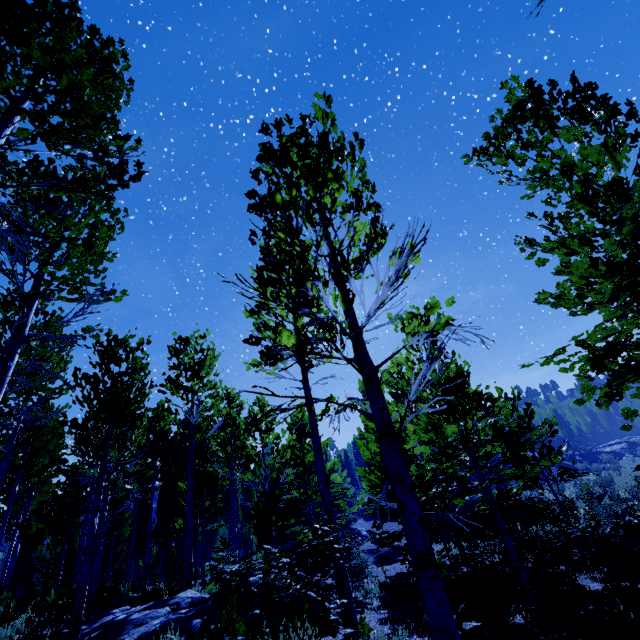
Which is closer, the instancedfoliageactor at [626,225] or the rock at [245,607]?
the instancedfoliageactor at [626,225]

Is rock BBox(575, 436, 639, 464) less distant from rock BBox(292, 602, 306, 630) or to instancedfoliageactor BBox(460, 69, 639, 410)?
instancedfoliageactor BBox(460, 69, 639, 410)

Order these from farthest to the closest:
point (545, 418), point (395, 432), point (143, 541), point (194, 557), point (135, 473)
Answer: point (194, 557) → point (143, 541) → point (135, 473) → point (545, 418) → point (395, 432)

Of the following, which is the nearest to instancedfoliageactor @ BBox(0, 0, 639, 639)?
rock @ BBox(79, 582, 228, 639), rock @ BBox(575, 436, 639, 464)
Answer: rock @ BBox(79, 582, 228, 639)

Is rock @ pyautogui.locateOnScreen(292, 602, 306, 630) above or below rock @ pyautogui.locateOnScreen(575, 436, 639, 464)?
below
